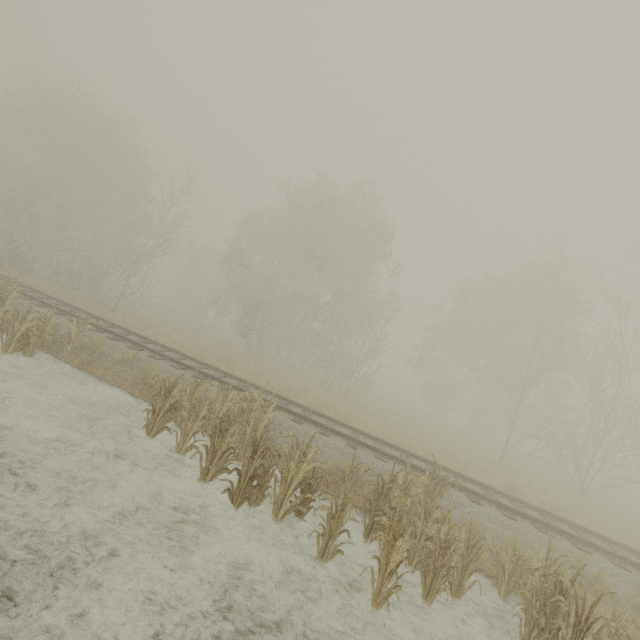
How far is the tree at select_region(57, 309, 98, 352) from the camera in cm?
1039

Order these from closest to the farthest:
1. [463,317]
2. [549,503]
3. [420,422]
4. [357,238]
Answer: [549,503] < [420,422] < [357,238] < [463,317]

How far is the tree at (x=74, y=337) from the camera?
10.4 meters

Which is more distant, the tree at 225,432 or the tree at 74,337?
the tree at 74,337

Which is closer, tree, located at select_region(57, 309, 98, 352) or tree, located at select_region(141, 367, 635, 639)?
tree, located at select_region(141, 367, 635, 639)
